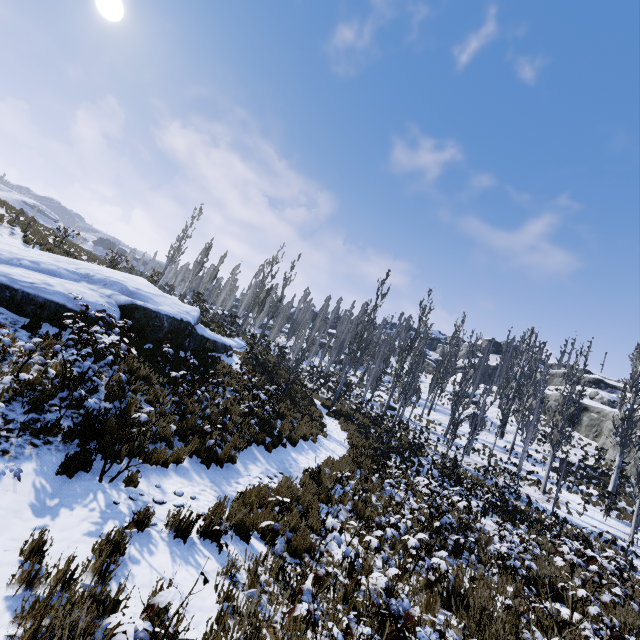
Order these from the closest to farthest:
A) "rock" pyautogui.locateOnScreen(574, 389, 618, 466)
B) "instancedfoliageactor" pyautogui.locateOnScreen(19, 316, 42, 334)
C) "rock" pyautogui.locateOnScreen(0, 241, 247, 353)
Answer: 1. "instancedfoliageactor" pyautogui.locateOnScreen(19, 316, 42, 334)
2. "rock" pyautogui.locateOnScreen(0, 241, 247, 353)
3. "rock" pyautogui.locateOnScreen(574, 389, 618, 466)

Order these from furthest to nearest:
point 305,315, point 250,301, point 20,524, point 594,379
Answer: point 305,315 < point 594,379 < point 250,301 < point 20,524

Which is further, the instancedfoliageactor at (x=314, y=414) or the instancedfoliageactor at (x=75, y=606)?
the instancedfoliageactor at (x=314, y=414)

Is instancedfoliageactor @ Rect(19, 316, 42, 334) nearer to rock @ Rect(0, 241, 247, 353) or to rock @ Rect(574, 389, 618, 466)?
rock @ Rect(574, 389, 618, 466)

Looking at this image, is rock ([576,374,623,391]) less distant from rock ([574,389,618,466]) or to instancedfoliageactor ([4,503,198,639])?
rock ([574,389,618,466])

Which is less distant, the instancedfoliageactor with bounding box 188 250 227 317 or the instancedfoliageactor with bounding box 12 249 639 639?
the instancedfoliageactor with bounding box 12 249 639 639

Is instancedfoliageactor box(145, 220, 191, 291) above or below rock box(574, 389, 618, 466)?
below

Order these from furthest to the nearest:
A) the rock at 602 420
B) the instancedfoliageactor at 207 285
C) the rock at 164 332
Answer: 1. the rock at 602 420
2. the instancedfoliageactor at 207 285
3. the rock at 164 332
